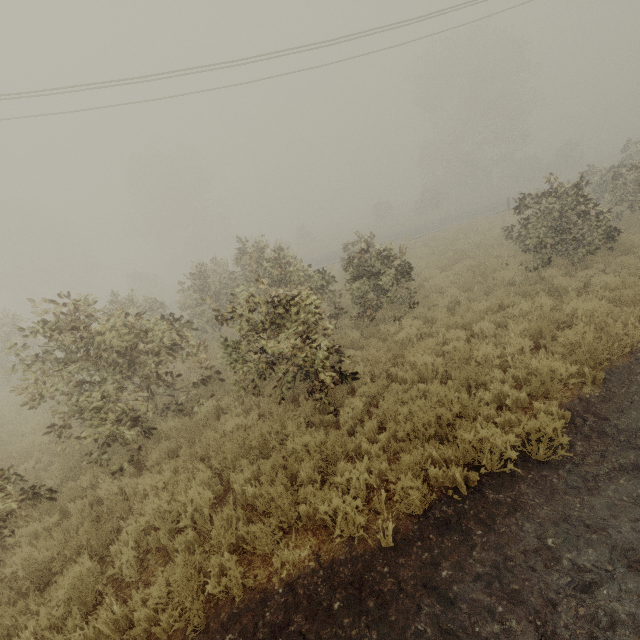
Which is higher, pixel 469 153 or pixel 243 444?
pixel 469 153

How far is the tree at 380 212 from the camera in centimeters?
4247cm

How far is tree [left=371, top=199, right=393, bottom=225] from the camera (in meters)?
42.47
